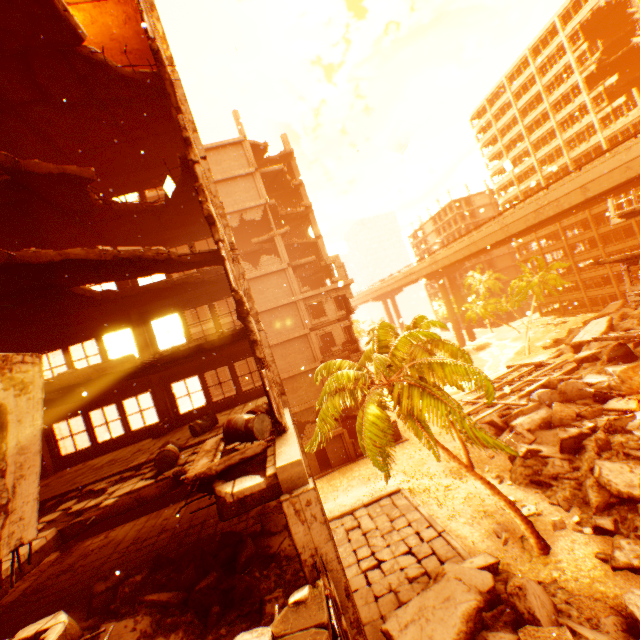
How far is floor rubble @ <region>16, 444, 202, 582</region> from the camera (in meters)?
6.12

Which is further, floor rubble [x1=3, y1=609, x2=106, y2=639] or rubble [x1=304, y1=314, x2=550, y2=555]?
rubble [x1=304, y1=314, x2=550, y2=555]

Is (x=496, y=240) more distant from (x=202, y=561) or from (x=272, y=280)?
(x=202, y=561)

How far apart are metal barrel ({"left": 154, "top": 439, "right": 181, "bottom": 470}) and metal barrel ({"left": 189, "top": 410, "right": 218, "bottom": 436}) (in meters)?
1.54

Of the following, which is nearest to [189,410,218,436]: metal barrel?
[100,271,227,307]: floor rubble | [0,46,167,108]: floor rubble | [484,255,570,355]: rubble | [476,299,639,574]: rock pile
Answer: [0,46,167,108]: floor rubble

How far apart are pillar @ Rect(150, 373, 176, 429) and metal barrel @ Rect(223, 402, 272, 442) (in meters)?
8.74

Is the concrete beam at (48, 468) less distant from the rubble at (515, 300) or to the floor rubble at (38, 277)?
the floor rubble at (38, 277)

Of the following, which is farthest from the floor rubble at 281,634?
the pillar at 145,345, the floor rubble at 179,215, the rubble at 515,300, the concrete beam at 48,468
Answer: the floor rubble at 179,215
